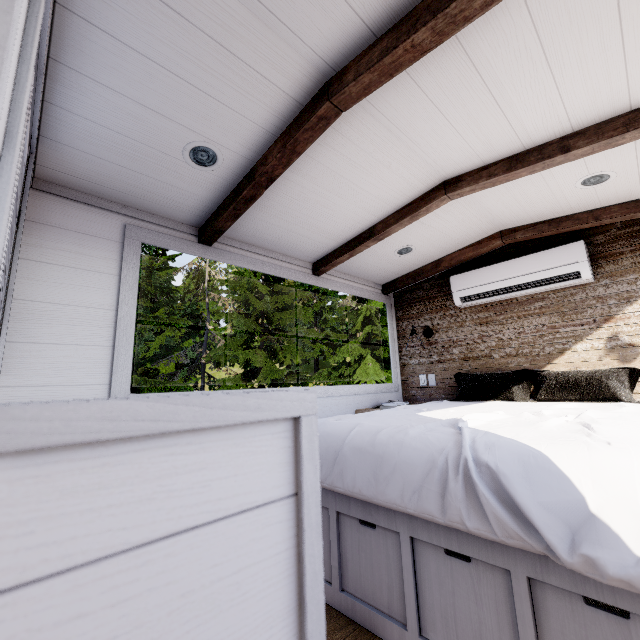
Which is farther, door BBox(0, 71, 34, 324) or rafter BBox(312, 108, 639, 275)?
rafter BBox(312, 108, 639, 275)

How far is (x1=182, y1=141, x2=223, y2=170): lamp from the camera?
1.70m

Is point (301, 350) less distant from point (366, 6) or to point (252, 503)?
point (366, 6)

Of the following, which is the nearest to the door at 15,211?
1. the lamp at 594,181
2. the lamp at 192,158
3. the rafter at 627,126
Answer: the lamp at 192,158

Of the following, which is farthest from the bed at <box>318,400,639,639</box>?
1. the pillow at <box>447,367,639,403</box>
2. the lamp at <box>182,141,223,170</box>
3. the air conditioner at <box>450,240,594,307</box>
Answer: the lamp at <box>182,141,223,170</box>

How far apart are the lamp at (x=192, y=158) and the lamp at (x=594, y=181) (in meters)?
2.34

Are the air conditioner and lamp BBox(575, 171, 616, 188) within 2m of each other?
yes

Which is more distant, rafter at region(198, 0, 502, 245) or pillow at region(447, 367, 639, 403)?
pillow at region(447, 367, 639, 403)
